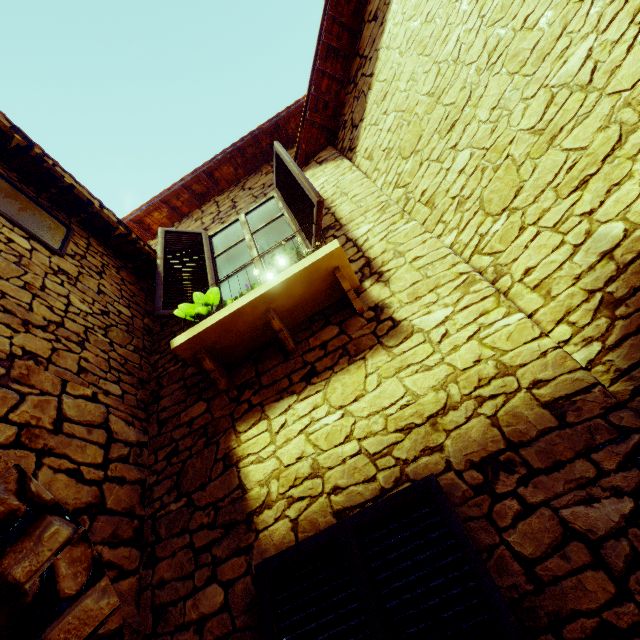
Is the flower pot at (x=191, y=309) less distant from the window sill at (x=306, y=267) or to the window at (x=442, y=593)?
the window sill at (x=306, y=267)

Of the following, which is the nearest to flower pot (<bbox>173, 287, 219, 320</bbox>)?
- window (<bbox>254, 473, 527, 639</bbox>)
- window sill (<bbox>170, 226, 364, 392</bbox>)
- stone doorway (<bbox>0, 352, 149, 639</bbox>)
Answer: window sill (<bbox>170, 226, 364, 392</bbox>)

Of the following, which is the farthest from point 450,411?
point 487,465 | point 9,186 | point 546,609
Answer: point 9,186

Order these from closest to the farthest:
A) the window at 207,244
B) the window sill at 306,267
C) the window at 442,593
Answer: the window at 442,593, the window sill at 306,267, the window at 207,244

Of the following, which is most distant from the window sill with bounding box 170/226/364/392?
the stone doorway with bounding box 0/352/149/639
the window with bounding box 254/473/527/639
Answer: the window with bounding box 254/473/527/639

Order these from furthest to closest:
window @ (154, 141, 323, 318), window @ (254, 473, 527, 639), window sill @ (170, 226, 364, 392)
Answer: window @ (154, 141, 323, 318) → window sill @ (170, 226, 364, 392) → window @ (254, 473, 527, 639)

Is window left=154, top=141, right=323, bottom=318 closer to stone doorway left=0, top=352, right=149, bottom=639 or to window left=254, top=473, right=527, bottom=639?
stone doorway left=0, top=352, right=149, bottom=639

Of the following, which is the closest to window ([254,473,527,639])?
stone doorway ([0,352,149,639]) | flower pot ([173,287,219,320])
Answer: stone doorway ([0,352,149,639])
